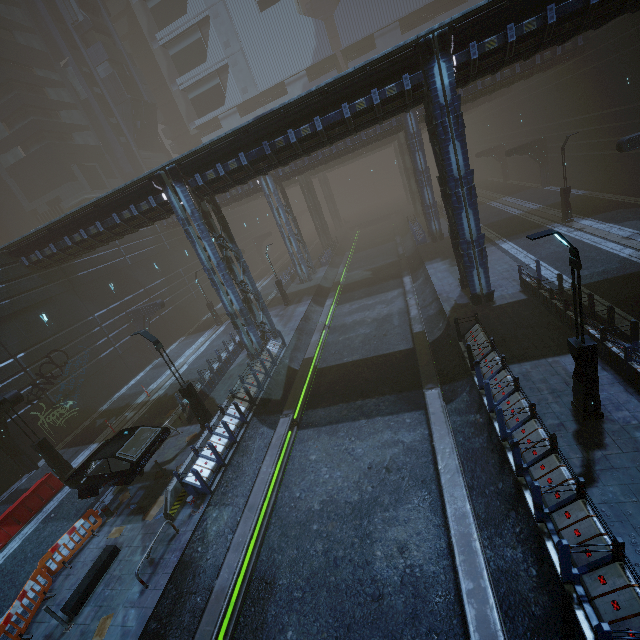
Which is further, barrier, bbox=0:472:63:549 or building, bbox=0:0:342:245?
building, bbox=0:0:342:245

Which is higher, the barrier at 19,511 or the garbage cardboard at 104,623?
the barrier at 19,511

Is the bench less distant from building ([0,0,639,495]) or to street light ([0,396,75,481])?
building ([0,0,639,495])

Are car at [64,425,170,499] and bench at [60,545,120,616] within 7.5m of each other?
yes

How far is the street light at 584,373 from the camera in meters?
7.5 m

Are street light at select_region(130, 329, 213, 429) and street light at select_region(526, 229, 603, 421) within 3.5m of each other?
no

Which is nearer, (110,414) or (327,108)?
(327,108)

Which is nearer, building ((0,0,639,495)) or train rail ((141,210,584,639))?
train rail ((141,210,584,639))
